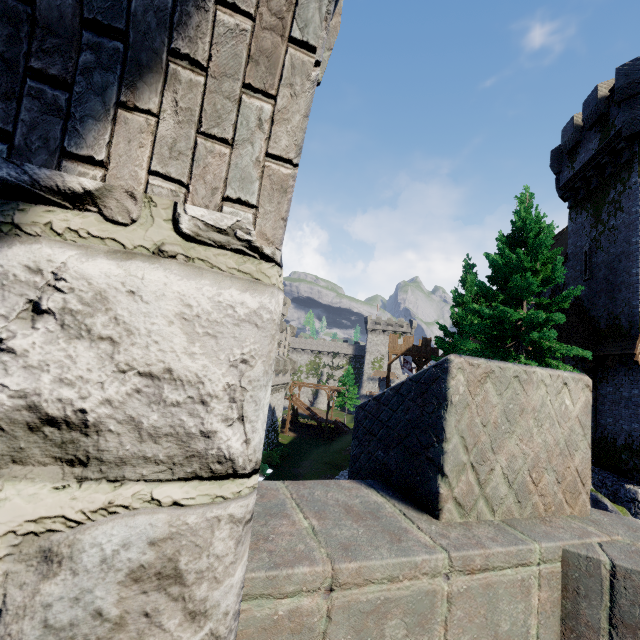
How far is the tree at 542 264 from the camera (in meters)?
13.42

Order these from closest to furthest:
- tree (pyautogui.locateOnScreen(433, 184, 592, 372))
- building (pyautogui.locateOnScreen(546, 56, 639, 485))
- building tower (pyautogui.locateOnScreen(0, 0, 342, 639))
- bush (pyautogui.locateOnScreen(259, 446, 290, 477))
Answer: building tower (pyautogui.locateOnScreen(0, 0, 342, 639)) → tree (pyautogui.locateOnScreen(433, 184, 592, 372)) → building (pyautogui.locateOnScreen(546, 56, 639, 485)) → bush (pyautogui.locateOnScreen(259, 446, 290, 477))

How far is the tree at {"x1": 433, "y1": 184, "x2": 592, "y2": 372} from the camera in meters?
13.4

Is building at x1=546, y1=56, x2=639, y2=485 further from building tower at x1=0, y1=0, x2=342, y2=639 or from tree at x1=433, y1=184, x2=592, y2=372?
building tower at x1=0, y1=0, x2=342, y2=639

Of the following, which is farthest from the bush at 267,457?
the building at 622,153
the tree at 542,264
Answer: the tree at 542,264

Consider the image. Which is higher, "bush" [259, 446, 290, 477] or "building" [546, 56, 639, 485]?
"building" [546, 56, 639, 485]

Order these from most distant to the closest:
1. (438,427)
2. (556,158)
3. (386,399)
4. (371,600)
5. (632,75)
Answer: (556,158), (632,75), (386,399), (438,427), (371,600)

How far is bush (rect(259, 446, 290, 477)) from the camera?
31.8m
